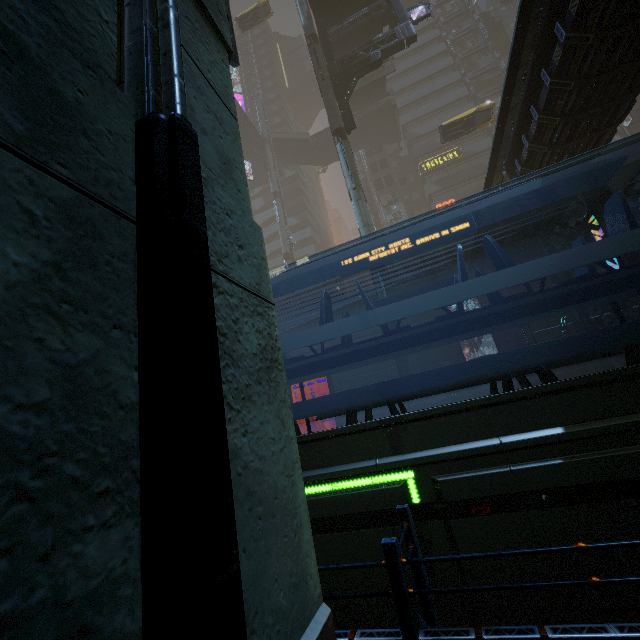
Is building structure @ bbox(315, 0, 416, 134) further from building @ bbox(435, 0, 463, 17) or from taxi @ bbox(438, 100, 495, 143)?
taxi @ bbox(438, 100, 495, 143)

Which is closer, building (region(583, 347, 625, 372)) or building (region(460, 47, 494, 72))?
building (region(583, 347, 625, 372))

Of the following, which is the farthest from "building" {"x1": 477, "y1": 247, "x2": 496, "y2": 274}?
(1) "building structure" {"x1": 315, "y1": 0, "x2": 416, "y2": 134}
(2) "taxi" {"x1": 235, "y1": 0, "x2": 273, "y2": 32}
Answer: (2) "taxi" {"x1": 235, "y1": 0, "x2": 273, "y2": 32}

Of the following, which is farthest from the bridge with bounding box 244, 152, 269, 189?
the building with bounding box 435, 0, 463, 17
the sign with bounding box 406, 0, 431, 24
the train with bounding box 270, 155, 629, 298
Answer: the train with bounding box 270, 155, 629, 298

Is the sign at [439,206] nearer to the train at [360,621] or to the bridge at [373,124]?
the bridge at [373,124]

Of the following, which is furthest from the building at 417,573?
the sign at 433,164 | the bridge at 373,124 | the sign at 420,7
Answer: the bridge at 373,124

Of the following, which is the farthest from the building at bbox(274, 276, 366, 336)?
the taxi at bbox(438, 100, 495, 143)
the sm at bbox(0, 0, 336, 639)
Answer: the taxi at bbox(438, 100, 495, 143)

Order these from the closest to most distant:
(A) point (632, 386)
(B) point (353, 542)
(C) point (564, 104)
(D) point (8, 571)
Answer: (D) point (8, 571) < (A) point (632, 386) < (B) point (353, 542) < (C) point (564, 104)
